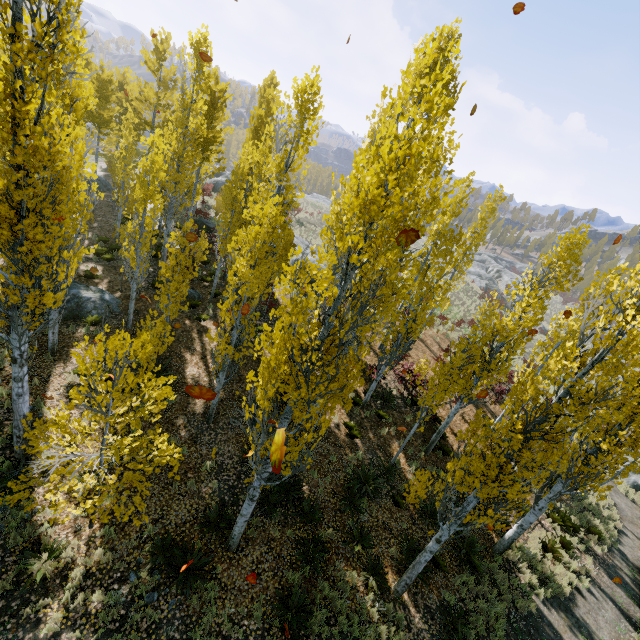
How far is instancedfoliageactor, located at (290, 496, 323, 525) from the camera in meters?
9.5

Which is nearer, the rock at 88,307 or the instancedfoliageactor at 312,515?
the instancedfoliageactor at 312,515

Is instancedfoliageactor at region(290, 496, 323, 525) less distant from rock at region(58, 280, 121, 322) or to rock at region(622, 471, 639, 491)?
rock at region(58, 280, 121, 322)

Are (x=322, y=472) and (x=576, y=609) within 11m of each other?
yes

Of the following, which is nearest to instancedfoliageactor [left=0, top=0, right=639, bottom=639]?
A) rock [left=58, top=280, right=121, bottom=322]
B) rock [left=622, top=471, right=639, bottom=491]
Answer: rock [left=58, top=280, right=121, bottom=322]

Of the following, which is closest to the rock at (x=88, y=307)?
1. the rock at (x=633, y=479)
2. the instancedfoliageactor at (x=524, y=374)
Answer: the instancedfoliageactor at (x=524, y=374)
